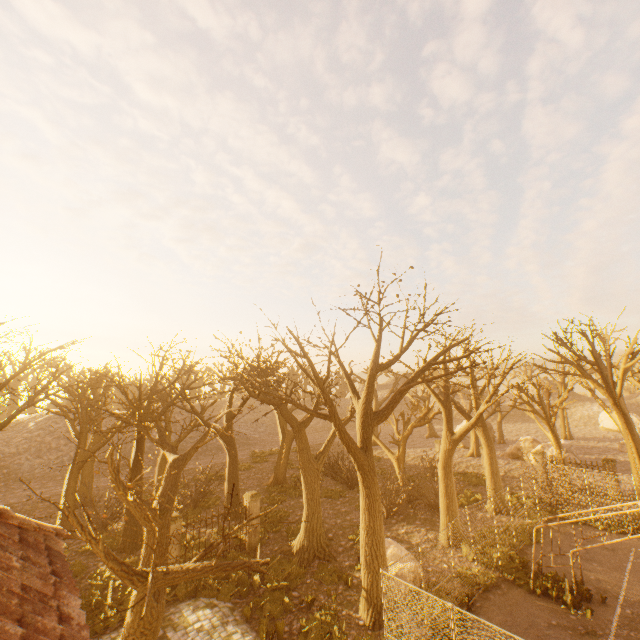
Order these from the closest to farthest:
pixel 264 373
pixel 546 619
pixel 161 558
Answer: pixel 161 558 → pixel 546 619 → pixel 264 373

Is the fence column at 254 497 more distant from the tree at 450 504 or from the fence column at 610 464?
the fence column at 610 464

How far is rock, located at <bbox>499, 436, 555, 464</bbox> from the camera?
30.2m

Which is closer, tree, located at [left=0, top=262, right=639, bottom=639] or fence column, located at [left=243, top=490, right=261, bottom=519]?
tree, located at [left=0, top=262, right=639, bottom=639]

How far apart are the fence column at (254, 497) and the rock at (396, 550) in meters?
6.0 m

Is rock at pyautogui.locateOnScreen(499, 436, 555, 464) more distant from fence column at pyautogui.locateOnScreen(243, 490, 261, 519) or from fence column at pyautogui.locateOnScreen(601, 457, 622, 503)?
fence column at pyautogui.locateOnScreen(243, 490, 261, 519)

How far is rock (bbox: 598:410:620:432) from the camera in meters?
45.4

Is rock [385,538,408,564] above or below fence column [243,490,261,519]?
below
